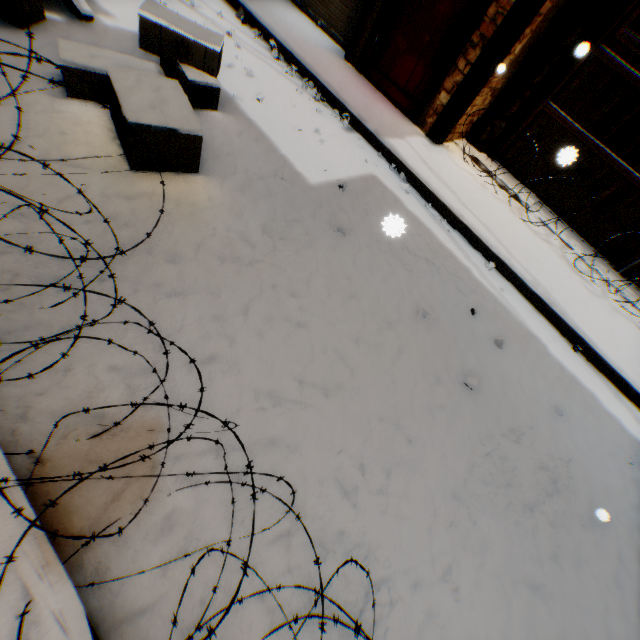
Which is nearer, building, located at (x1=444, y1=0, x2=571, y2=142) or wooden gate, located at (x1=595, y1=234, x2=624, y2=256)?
building, located at (x1=444, y1=0, x2=571, y2=142)

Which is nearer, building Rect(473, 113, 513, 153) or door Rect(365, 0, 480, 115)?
door Rect(365, 0, 480, 115)

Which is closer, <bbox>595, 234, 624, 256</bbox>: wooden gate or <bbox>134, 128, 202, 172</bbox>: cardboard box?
<bbox>134, 128, 202, 172</bbox>: cardboard box

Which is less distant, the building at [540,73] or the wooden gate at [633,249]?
the building at [540,73]

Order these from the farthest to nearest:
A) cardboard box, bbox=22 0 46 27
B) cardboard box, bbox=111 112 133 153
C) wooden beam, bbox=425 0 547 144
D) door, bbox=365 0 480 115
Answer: door, bbox=365 0 480 115
wooden beam, bbox=425 0 547 144
cardboard box, bbox=22 0 46 27
cardboard box, bbox=111 112 133 153

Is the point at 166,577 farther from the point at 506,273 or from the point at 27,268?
the point at 506,273

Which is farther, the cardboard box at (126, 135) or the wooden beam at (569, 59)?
the wooden beam at (569, 59)

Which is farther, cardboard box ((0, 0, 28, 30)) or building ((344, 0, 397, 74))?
building ((344, 0, 397, 74))
